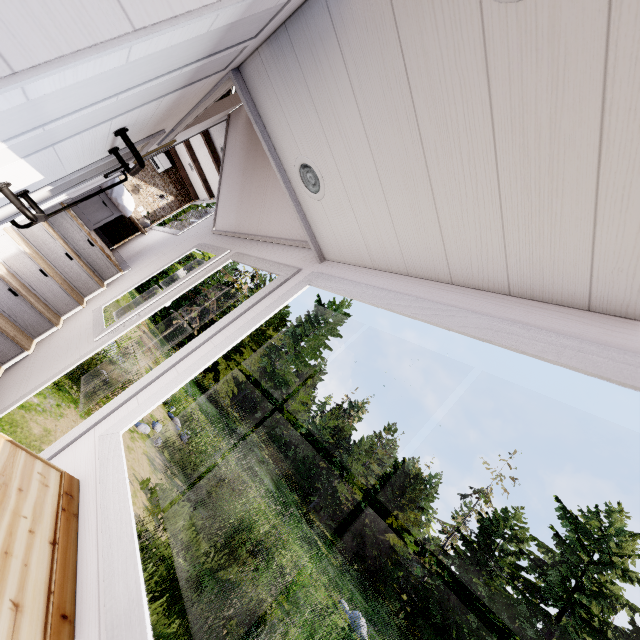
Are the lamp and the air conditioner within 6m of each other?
no

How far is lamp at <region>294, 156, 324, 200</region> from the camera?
1.5m

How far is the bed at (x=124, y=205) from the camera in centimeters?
475cm

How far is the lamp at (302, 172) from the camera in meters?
1.5 m

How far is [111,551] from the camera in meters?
0.9 m

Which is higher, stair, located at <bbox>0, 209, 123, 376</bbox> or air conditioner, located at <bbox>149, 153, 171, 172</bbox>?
air conditioner, located at <bbox>149, 153, 171, 172</bbox>

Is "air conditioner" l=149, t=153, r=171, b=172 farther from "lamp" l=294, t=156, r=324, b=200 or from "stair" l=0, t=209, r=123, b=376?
"lamp" l=294, t=156, r=324, b=200

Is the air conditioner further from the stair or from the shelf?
the shelf
